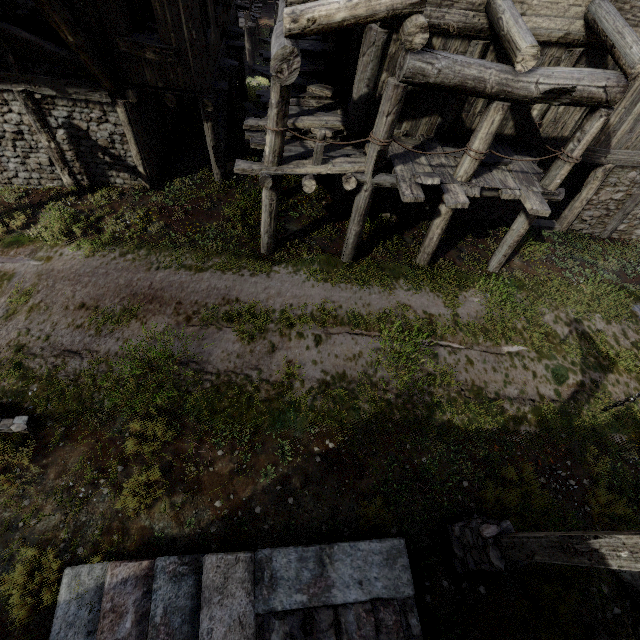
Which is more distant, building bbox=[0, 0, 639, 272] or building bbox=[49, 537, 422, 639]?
building bbox=[0, 0, 639, 272]

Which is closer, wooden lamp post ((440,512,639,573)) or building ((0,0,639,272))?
wooden lamp post ((440,512,639,573))

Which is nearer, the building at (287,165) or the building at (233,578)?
the building at (233,578)

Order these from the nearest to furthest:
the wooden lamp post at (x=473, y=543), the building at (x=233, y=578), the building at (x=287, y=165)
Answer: the wooden lamp post at (x=473, y=543) → the building at (x=233, y=578) → the building at (x=287, y=165)

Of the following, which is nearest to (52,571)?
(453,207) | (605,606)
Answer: (605,606)

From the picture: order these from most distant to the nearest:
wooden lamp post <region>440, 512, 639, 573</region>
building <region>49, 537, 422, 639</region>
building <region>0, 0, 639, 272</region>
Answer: building <region>0, 0, 639, 272</region> → building <region>49, 537, 422, 639</region> → wooden lamp post <region>440, 512, 639, 573</region>
